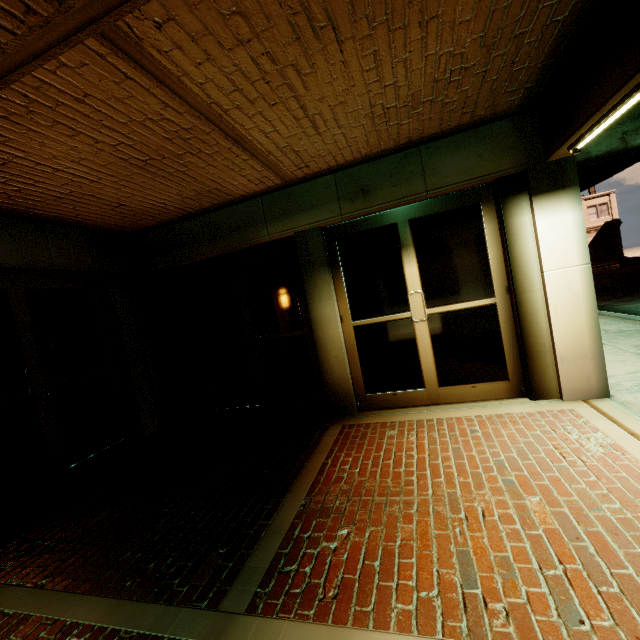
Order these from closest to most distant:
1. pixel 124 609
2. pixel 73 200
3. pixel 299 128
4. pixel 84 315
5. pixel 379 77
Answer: pixel 124 609 < pixel 379 77 < pixel 299 128 < pixel 73 200 < pixel 84 315
